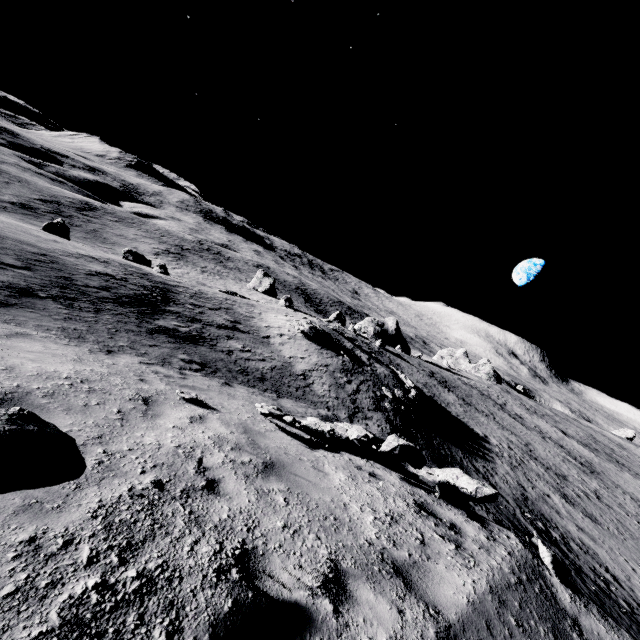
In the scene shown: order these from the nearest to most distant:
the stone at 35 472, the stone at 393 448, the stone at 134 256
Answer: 1. the stone at 35 472
2. the stone at 393 448
3. the stone at 134 256

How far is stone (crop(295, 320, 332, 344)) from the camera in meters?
28.2 m

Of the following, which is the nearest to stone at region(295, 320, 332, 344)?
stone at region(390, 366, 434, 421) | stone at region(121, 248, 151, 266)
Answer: stone at region(390, 366, 434, 421)

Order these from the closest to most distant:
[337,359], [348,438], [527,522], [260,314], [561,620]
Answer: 1. [561,620]
2. [348,438]
3. [527,522]
4. [337,359]
5. [260,314]

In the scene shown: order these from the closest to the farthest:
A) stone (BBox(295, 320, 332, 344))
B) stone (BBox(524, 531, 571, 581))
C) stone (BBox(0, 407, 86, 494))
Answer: stone (BBox(0, 407, 86, 494))
stone (BBox(524, 531, 571, 581))
stone (BBox(295, 320, 332, 344))

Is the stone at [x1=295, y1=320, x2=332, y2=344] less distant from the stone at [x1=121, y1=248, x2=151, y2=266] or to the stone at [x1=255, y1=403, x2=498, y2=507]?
the stone at [x1=255, y1=403, x2=498, y2=507]

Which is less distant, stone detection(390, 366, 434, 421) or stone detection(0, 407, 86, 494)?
stone detection(0, 407, 86, 494)

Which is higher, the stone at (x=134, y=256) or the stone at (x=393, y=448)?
the stone at (x=393, y=448)
